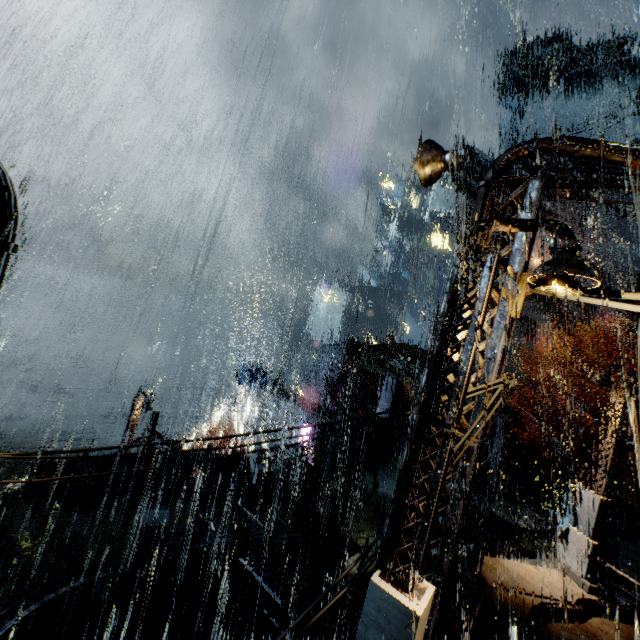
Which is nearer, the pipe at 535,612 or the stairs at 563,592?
the pipe at 535,612

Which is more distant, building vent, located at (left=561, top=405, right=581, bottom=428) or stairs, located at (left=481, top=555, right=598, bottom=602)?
building vent, located at (left=561, top=405, right=581, bottom=428)

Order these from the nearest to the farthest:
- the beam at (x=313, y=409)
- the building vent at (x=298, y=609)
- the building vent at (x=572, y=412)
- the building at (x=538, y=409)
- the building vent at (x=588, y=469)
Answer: the building vent at (x=298, y=609)
the beam at (x=313, y=409)
the building vent at (x=588, y=469)
the building vent at (x=572, y=412)
the building at (x=538, y=409)

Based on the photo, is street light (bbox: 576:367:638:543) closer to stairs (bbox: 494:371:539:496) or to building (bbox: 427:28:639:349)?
building (bbox: 427:28:639:349)

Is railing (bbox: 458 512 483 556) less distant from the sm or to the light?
the light

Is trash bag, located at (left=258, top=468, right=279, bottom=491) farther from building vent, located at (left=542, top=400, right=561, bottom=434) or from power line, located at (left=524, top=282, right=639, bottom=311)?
building vent, located at (left=542, top=400, right=561, bottom=434)

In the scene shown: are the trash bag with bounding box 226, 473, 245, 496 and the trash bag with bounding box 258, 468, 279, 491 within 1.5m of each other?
yes

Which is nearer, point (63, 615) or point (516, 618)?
point (516, 618)
